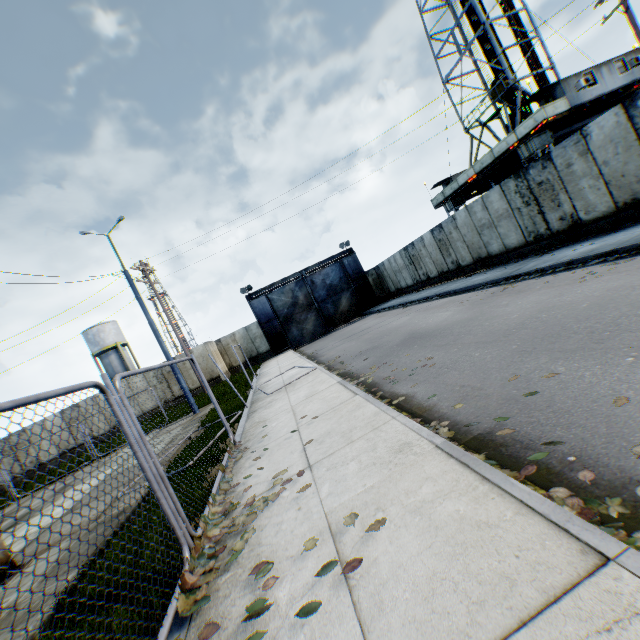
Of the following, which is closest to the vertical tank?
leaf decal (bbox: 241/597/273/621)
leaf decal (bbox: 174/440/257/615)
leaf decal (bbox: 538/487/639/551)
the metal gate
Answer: the metal gate

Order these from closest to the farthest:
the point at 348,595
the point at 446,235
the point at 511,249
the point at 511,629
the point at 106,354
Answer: the point at 511,629 → the point at 348,595 → the point at 511,249 → the point at 446,235 → the point at 106,354

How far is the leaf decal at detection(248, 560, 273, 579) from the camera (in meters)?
2.65

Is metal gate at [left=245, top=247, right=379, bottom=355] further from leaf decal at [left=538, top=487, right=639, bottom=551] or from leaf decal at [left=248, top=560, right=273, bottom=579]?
leaf decal at [left=538, top=487, right=639, bottom=551]

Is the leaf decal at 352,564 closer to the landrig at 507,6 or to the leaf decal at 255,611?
the leaf decal at 255,611

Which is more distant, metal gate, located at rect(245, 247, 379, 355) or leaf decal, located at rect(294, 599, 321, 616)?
metal gate, located at rect(245, 247, 379, 355)

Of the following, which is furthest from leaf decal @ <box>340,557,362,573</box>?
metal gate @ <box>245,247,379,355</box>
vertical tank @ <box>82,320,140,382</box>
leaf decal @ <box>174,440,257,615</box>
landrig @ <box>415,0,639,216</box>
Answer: vertical tank @ <box>82,320,140,382</box>

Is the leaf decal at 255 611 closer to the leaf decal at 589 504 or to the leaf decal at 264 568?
the leaf decal at 264 568
